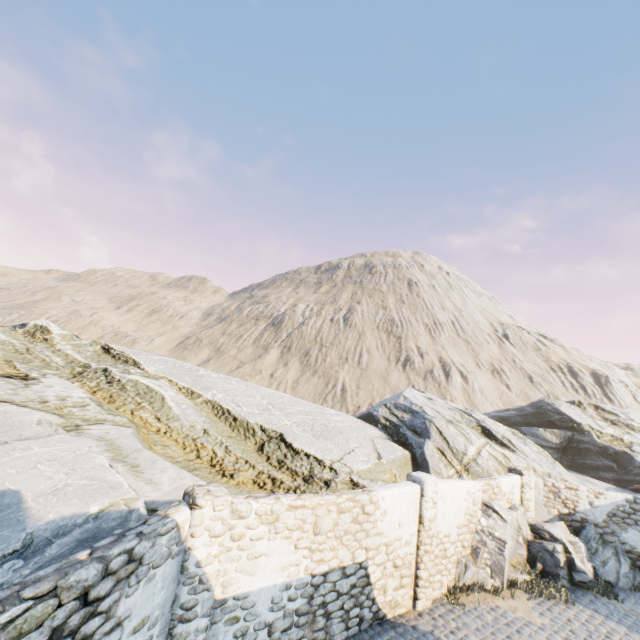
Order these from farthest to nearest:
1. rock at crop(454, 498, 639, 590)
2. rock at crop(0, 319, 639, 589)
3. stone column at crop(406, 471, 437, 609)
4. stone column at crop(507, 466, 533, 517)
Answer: stone column at crop(507, 466, 533, 517)
rock at crop(454, 498, 639, 590)
stone column at crop(406, 471, 437, 609)
rock at crop(0, 319, 639, 589)

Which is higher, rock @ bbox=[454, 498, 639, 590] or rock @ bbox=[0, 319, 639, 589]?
rock @ bbox=[0, 319, 639, 589]

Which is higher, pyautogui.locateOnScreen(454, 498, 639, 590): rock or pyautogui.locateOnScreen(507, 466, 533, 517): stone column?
pyautogui.locateOnScreen(507, 466, 533, 517): stone column

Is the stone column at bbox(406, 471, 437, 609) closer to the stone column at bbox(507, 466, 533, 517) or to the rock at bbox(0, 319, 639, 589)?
the rock at bbox(0, 319, 639, 589)

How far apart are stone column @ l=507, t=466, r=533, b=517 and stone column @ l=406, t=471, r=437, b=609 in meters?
5.6 m

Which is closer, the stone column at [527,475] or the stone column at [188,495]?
the stone column at [188,495]

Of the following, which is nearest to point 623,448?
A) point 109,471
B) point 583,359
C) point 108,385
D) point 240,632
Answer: point 240,632

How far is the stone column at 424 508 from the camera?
8.56m
